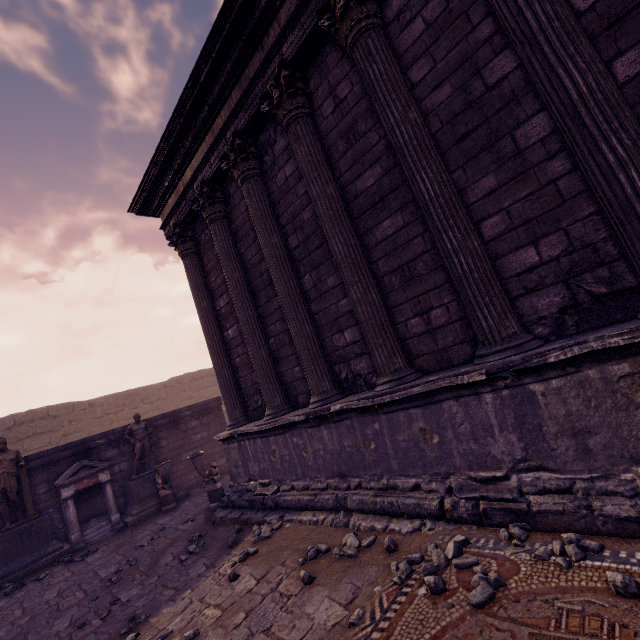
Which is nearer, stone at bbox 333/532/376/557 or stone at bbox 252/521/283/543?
stone at bbox 333/532/376/557

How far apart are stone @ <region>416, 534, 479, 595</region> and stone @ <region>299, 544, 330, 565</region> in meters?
1.1

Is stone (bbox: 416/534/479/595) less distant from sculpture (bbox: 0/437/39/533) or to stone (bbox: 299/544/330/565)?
stone (bbox: 299/544/330/565)

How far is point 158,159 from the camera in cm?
703

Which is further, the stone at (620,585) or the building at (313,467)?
the building at (313,467)

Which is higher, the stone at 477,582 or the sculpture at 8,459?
the sculpture at 8,459

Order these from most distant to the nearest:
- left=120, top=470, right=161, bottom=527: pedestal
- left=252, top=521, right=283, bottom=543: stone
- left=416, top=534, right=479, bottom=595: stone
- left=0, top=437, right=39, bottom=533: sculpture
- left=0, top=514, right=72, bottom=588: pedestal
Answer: left=120, top=470, right=161, bottom=527: pedestal → left=0, top=437, right=39, bottom=533: sculpture → left=0, top=514, right=72, bottom=588: pedestal → left=252, top=521, right=283, bottom=543: stone → left=416, top=534, right=479, bottom=595: stone

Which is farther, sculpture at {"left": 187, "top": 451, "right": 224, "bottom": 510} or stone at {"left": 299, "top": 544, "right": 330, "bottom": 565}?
sculpture at {"left": 187, "top": 451, "right": 224, "bottom": 510}
